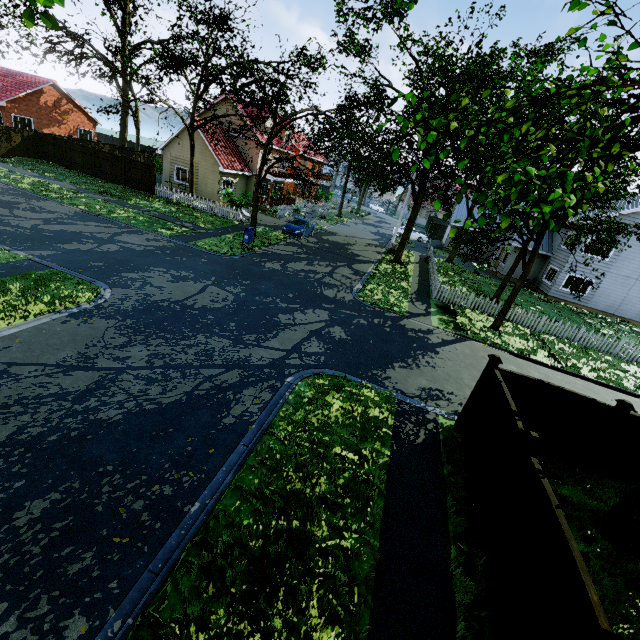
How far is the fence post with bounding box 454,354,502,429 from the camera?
7.80m

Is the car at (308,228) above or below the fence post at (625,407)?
below

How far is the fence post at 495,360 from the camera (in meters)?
7.80

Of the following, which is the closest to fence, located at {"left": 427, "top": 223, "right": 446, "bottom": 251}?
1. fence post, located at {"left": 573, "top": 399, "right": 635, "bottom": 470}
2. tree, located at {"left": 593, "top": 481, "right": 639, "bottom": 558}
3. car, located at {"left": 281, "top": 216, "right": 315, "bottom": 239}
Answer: fence post, located at {"left": 573, "top": 399, "right": 635, "bottom": 470}

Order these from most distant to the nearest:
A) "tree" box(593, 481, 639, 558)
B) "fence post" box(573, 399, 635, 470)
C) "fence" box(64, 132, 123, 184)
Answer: "fence" box(64, 132, 123, 184) → "fence post" box(573, 399, 635, 470) → "tree" box(593, 481, 639, 558)

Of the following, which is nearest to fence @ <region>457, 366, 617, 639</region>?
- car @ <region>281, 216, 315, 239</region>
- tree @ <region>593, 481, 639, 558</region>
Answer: tree @ <region>593, 481, 639, 558</region>

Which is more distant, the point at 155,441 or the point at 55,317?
the point at 55,317

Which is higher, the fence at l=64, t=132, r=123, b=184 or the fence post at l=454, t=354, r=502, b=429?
the fence post at l=454, t=354, r=502, b=429
